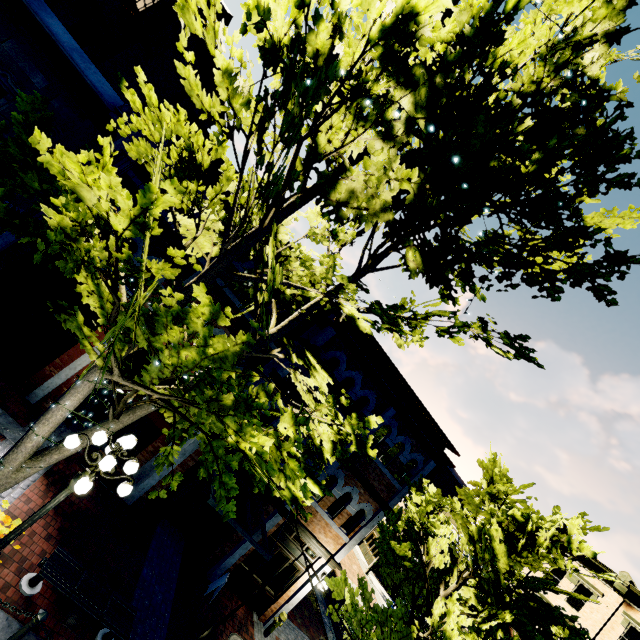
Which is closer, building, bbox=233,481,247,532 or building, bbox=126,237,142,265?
building, bbox=126,237,142,265

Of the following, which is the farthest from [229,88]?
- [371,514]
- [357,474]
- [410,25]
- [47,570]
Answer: [371,514]

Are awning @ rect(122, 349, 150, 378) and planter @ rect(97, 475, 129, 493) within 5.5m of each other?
yes

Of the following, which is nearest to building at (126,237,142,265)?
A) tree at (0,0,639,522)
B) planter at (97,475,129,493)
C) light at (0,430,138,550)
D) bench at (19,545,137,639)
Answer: tree at (0,0,639,522)

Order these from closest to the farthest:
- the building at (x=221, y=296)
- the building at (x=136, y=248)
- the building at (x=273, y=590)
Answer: the building at (x=136, y=248) < the building at (x=221, y=296) < the building at (x=273, y=590)

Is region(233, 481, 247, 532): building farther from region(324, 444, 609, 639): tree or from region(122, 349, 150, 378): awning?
region(122, 349, 150, 378): awning

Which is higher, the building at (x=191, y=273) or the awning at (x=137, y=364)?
the building at (x=191, y=273)

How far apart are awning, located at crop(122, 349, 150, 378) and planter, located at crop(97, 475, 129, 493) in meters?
2.2 m
